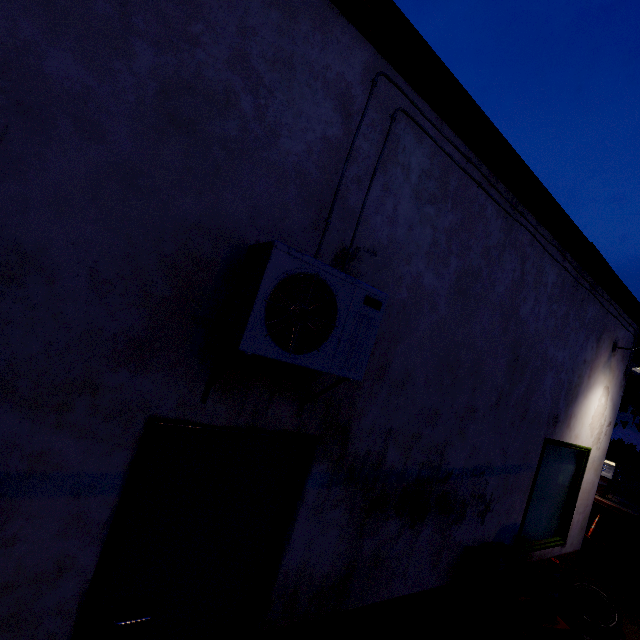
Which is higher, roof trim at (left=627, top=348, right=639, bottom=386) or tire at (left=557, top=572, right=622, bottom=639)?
roof trim at (left=627, top=348, right=639, bottom=386)

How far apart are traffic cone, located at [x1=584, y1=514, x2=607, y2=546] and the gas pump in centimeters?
619cm

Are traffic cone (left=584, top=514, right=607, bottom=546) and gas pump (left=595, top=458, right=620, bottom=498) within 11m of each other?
yes

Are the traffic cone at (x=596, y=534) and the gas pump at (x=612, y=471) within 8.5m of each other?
yes

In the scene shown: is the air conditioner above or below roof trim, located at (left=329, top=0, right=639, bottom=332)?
below

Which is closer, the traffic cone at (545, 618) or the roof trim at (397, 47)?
the roof trim at (397, 47)

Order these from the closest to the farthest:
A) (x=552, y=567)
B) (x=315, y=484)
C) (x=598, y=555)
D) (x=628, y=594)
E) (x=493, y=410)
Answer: (x=315, y=484) → (x=493, y=410) → (x=552, y=567) → (x=628, y=594) → (x=598, y=555)

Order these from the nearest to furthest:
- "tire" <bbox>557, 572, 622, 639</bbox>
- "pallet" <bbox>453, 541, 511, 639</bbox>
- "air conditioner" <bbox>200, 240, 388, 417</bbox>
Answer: "air conditioner" <bbox>200, 240, 388, 417</bbox>
"pallet" <bbox>453, 541, 511, 639</bbox>
"tire" <bbox>557, 572, 622, 639</bbox>
